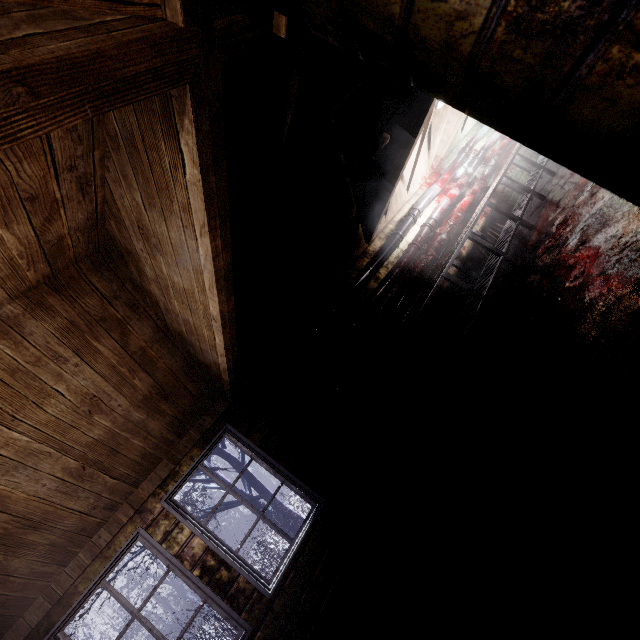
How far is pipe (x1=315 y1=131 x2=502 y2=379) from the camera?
3.9 meters

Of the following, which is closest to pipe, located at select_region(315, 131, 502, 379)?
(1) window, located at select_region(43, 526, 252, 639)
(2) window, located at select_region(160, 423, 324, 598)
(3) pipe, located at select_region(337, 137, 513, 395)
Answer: (3) pipe, located at select_region(337, 137, 513, 395)

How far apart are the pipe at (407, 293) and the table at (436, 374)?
0.1 meters

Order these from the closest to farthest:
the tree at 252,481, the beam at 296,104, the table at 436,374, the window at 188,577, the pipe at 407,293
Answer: the beam at 296,104, the window at 188,577, the table at 436,374, the pipe at 407,293, the tree at 252,481

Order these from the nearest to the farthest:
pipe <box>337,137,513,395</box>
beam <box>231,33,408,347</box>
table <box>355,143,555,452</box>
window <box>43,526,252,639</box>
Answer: beam <box>231,33,408,347</box>
window <box>43,526,252,639</box>
table <box>355,143,555,452</box>
pipe <box>337,137,513,395</box>

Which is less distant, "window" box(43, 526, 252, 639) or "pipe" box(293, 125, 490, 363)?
"window" box(43, 526, 252, 639)

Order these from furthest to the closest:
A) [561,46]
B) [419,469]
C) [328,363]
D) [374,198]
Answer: [374,198] → [328,363] → [419,469] → [561,46]

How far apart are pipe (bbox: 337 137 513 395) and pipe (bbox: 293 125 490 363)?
0.4m
